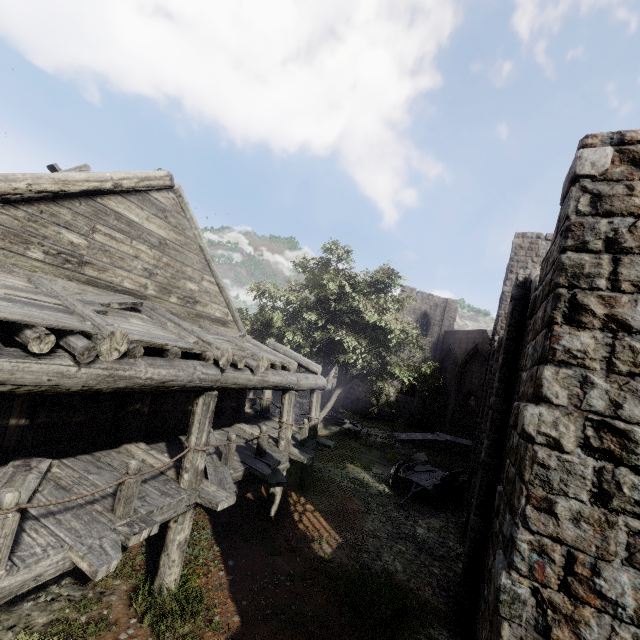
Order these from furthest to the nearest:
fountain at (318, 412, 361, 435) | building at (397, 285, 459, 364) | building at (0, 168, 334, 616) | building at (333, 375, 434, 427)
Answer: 1. building at (397, 285, 459, 364)
2. building at (333, 375, 434, 427)
3. fountain at (318, 412, 361, 435)
4. building at (0, 168, 334, 616)

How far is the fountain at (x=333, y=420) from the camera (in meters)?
21.94

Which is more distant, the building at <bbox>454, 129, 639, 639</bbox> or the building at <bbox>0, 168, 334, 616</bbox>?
the building at <bbox>0, 168, 334, 616</bbox>

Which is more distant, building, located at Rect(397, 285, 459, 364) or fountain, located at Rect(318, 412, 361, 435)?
building, located at Rect(397, 285, 459, 364)

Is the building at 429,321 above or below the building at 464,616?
above

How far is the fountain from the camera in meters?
21.9

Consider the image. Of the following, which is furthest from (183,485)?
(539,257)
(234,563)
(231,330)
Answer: (539,257)

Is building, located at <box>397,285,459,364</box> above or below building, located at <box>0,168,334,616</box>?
above
